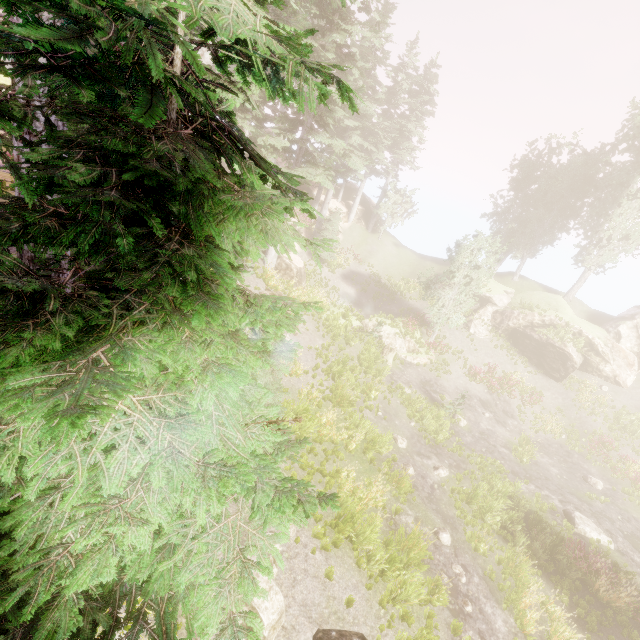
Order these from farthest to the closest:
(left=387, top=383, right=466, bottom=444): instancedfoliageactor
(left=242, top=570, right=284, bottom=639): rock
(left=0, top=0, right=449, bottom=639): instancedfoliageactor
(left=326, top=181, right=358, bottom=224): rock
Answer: (left=326, top=181, right=358, bottom=224): rock, (left=387, top=383, right=466, bottom=444): instancedfoliageactor, (left=242, top=570, right=284, bottom=639): rock, (left=0, top=0, right=449, bottom=639): instancedfoliageactor

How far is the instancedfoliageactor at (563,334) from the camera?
26.4 meters

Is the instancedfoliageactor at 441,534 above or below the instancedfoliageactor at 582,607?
above

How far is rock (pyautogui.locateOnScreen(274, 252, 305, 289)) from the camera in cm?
2423

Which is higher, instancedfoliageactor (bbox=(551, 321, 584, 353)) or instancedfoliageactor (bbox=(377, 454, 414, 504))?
instancedfoliageactor (bbox=(551, 321, 584, 353))

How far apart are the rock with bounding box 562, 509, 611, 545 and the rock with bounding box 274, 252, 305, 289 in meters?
20.5

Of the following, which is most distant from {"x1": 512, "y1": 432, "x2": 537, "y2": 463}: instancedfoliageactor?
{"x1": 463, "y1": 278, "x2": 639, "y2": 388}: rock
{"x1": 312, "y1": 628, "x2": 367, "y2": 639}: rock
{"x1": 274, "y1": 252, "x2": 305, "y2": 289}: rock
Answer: {"x1": 312, "y1": 628, "x2": 367, "y2": 639}: rock

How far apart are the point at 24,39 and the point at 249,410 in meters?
2.9
